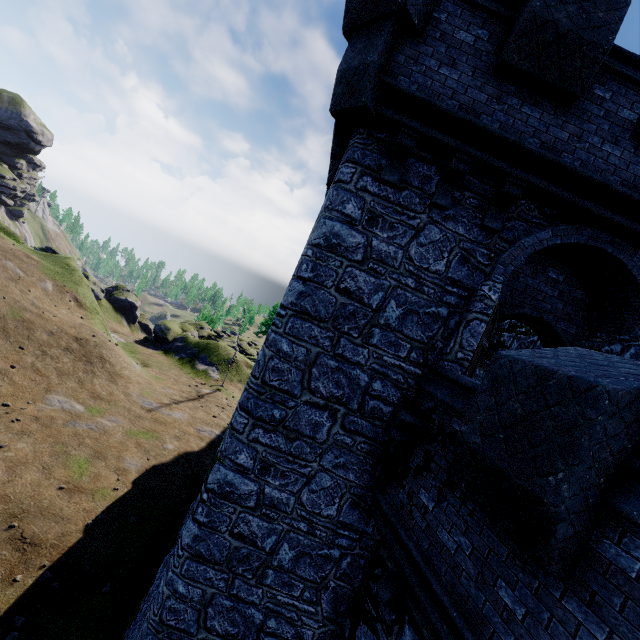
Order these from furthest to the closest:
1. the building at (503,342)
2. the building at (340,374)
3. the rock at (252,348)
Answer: the rock at (252,348) → the building at (503,342) → the building at (340,374)

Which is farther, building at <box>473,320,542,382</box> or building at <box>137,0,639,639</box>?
building at <box>473,320,542,382</box>

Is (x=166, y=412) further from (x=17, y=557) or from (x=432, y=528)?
(x=432, y=528)

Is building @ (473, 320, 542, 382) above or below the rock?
above

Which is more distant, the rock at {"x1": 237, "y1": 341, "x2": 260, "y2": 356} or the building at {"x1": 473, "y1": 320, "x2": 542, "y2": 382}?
the rock at {"x1": 237, "y1": 341, "x2": 260, "y2": 356}

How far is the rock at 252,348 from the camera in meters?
53.4
